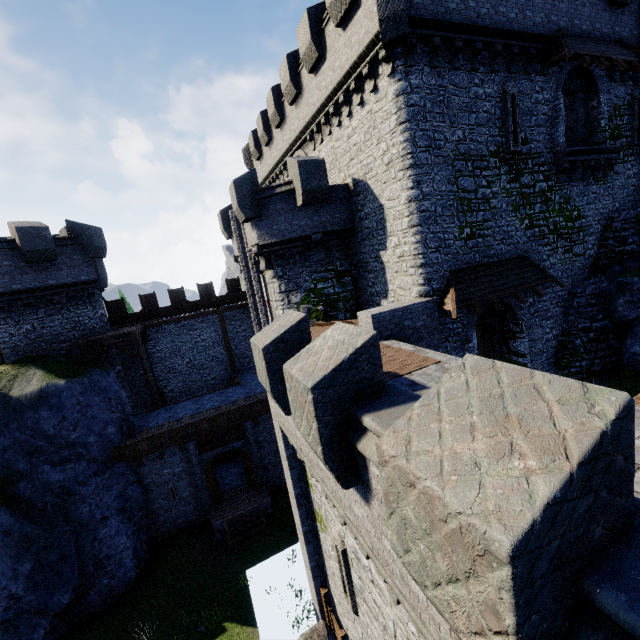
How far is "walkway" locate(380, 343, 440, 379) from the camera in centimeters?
828cm

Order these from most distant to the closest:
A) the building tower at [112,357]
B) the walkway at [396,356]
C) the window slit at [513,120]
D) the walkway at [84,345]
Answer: the building tower at [112,357] → the walkway at [84,345] → the window slit at [513,120] → the walkway at [396,356]

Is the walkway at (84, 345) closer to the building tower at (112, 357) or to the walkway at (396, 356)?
the building tower at (112, 357)

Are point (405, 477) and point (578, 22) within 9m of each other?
no

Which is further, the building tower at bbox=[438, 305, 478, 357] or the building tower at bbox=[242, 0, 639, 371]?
the building tower at bbox=[438, 305, 478, 357]

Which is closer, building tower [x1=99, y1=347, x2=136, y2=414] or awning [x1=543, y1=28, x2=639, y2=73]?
awning [x1=543, y1=28, x2=639, y2=73]

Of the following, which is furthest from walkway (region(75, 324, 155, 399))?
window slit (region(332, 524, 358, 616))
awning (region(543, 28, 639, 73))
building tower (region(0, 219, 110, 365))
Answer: awning (region(543, 28, 639, 73))

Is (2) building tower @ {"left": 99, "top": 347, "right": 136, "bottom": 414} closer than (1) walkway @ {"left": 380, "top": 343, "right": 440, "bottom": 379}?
No
